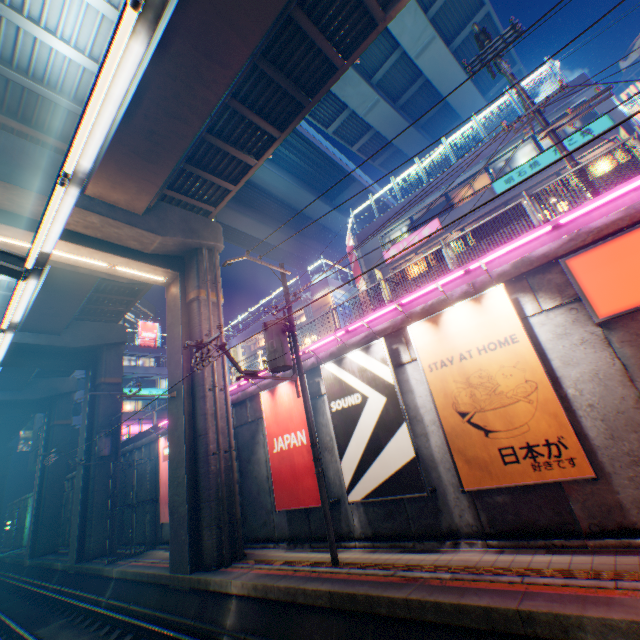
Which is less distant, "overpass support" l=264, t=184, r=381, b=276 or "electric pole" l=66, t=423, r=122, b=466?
"electric pole" l=66, t=423, r=122, b=466

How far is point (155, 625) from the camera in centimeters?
974cm

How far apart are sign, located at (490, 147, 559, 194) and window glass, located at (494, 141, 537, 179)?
0.60m

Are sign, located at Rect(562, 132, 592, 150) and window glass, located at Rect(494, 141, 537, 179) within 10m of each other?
yes

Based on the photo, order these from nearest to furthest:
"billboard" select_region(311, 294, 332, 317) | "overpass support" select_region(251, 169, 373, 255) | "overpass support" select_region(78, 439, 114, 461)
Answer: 1. "overpass support" select_region(78, 439, 114, 461)
2. "billboard" select_region(311, 294, 332, 317)
3. "overpass support" select_region(251, 169, 373, 255)

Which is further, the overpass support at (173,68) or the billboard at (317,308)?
the billboard at (317,308)

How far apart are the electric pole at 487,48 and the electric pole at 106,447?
25.1 meters
